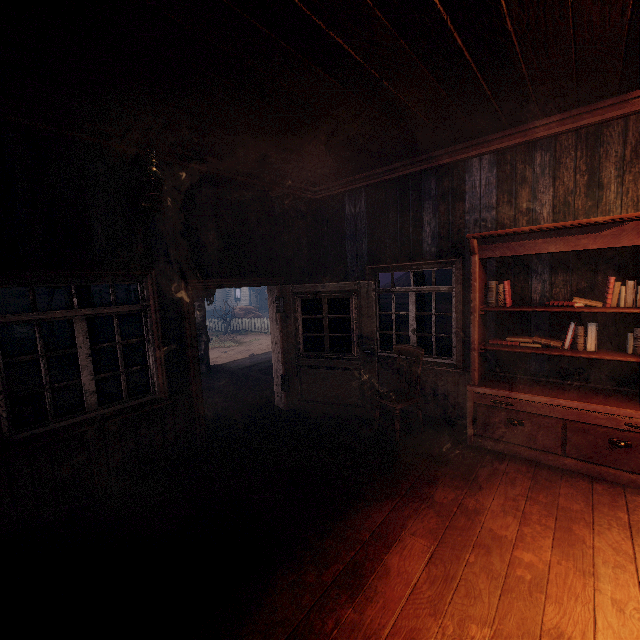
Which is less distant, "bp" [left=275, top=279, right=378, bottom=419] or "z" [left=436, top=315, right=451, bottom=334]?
"bp" [left=275, top=279, right=378, bottom=419]

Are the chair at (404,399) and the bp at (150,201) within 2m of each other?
no

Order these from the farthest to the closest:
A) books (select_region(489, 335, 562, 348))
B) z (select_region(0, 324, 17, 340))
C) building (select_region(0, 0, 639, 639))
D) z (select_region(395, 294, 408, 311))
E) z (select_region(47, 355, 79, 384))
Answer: z (select_region(395, 294, 408, 311)) < z (select_region(0, 324, 17, 340)) < z (select_region(47, 355, 79, 384)) < books (select_region(489, 335, 562, 348)) < building (select_region(0, 0, 639, 639))

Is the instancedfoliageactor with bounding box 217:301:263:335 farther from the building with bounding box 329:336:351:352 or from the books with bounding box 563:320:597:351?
the books with bounding box 563:320:597:351

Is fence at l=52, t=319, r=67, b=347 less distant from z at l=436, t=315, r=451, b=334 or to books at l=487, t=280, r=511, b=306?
z at l=436, t=315, r=451, b=334

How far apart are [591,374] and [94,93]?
5.92m

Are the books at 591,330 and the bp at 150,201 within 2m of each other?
Answer: no

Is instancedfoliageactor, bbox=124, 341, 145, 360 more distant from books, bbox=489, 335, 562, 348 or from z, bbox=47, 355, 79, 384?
books, bbox=489, 335, 562, 348
